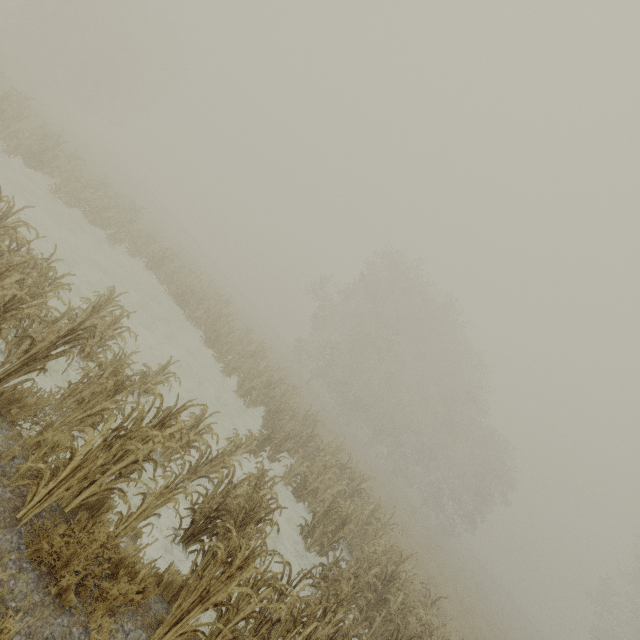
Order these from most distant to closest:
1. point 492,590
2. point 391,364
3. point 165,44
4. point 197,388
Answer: point 165,44 < point 391,364 < point 492,590 < point 197,388
